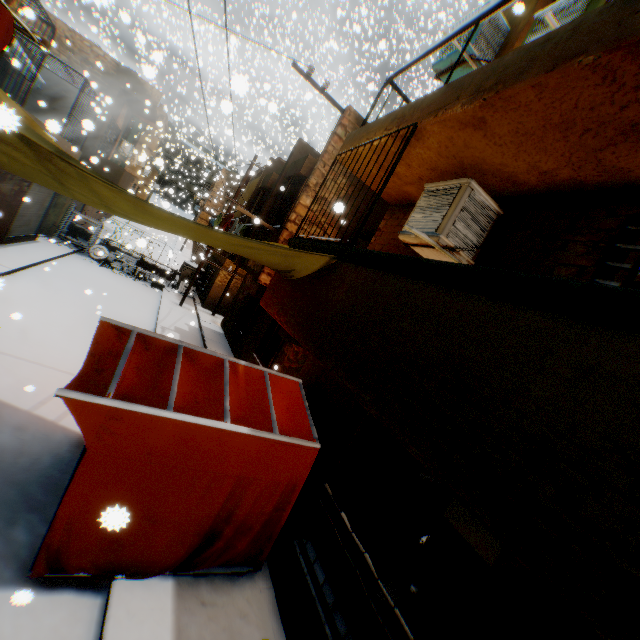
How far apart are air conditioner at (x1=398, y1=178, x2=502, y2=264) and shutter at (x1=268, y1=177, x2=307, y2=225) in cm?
463

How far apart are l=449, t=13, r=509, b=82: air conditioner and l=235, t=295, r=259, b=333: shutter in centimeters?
928cm

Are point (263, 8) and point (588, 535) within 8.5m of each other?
no

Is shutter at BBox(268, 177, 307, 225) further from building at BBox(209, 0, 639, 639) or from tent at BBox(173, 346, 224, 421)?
tent at BBox(173, 346, 224, 421)

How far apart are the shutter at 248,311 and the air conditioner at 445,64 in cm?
928

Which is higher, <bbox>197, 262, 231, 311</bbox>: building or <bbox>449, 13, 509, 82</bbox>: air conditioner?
<bbox>449, 13, 509, 82</bbox>: air conditioner

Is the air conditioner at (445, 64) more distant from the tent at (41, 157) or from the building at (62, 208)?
the tent at (41, 157)

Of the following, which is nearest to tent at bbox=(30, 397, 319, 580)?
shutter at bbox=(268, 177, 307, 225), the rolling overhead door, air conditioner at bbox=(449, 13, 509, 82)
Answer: shutter at bbox=(268, 177, 307, 225)
